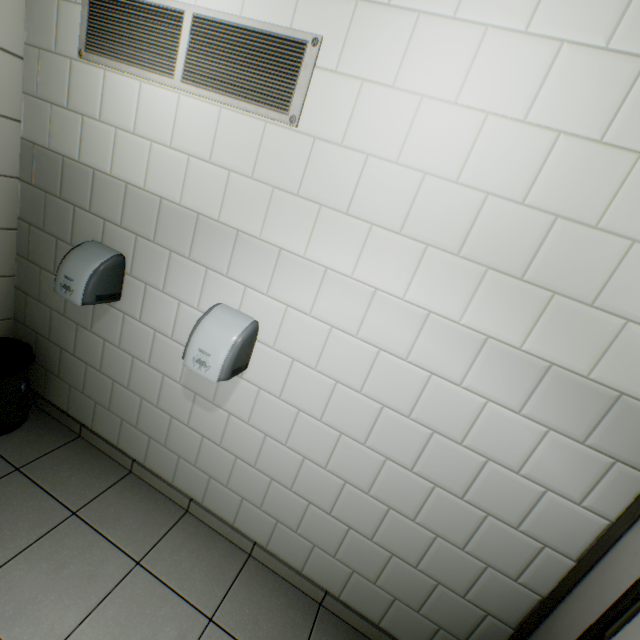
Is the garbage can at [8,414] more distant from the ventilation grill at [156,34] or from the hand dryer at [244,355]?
the ventilation grill at [156,34]

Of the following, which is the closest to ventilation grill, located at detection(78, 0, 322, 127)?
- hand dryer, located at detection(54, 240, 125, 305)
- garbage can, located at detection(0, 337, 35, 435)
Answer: hand dryer, located at detection(54, 240, 125, 305)

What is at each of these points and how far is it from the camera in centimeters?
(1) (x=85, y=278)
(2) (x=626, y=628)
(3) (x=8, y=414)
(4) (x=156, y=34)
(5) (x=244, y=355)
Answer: (1) hand dryer, 175cm
(2) door, 105cm
(3) garbage can, 213cm
(4) ventilation grill, 152cm
(5) hand dryer, 163cm

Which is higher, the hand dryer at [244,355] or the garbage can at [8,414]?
the hand dryer at [244,355]

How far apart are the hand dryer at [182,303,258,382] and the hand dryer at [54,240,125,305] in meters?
0.7 m

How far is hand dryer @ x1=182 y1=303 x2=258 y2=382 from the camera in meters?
1.5

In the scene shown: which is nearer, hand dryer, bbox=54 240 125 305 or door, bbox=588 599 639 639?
door, bbox=588 599 639 639

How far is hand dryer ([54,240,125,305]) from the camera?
1.8 meters
